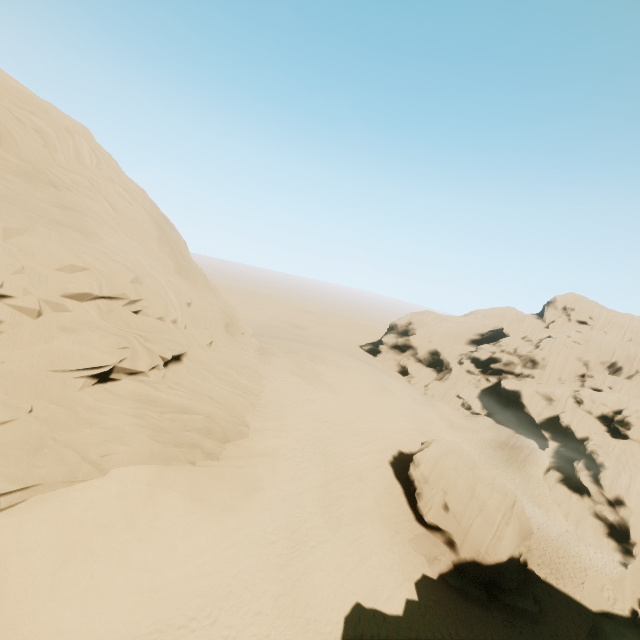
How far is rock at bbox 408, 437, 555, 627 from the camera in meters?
20.7

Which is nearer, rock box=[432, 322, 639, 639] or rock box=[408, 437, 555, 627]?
rock box=[432, 322, 639, 639]

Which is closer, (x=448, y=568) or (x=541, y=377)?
(x=448, y=568)

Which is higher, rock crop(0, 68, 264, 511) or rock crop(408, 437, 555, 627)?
rock crop(0, 68, 264, 511)

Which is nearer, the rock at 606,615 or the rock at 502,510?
the rock at 606,615

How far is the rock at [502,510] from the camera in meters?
20.7
